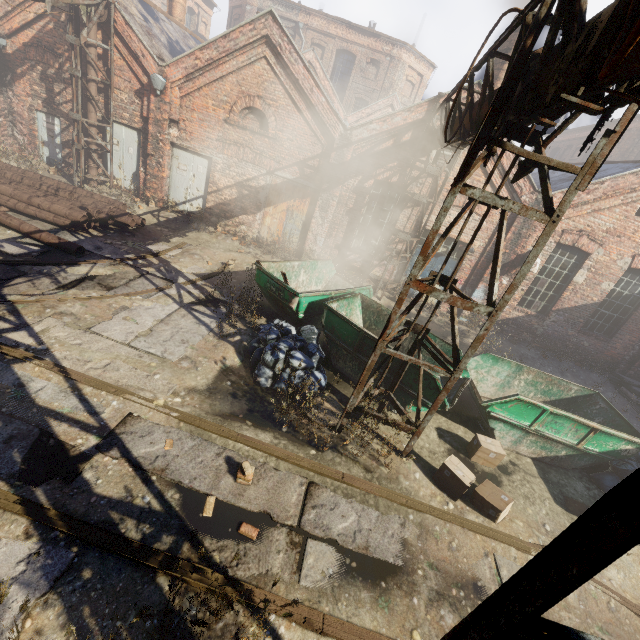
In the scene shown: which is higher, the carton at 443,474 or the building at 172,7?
the building at 172,7

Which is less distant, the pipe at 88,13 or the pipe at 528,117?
the pipe at 528,117

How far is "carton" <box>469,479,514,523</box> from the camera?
5.32m

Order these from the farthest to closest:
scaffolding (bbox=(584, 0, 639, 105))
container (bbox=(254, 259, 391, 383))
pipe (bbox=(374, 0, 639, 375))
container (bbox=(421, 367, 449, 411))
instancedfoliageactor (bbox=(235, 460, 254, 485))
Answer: container (bbox=(254, 259, 391, 383))
container (bbox=(421, 367, 449, 411))
instancedfoliageactor (bbox=(235, 460, 254, 485))
pipe (bbox=(374, 0, 639, 375))
scaffolding (bbox=(584, 0, 639, 105))

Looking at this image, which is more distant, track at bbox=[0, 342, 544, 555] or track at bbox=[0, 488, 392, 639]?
track at bbox=[0, 342, 544, 555]

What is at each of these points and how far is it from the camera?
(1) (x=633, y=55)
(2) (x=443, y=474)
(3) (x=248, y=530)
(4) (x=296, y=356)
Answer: (1) pipe, 2.4m
(2) carton, 5.6m
(3) instancedfoliageactor, 4.1m
(4) trash bag, 6.7m

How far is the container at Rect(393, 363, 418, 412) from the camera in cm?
657

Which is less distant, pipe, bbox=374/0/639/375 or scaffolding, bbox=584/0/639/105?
scaffolding, bbox=584/0/639/105
